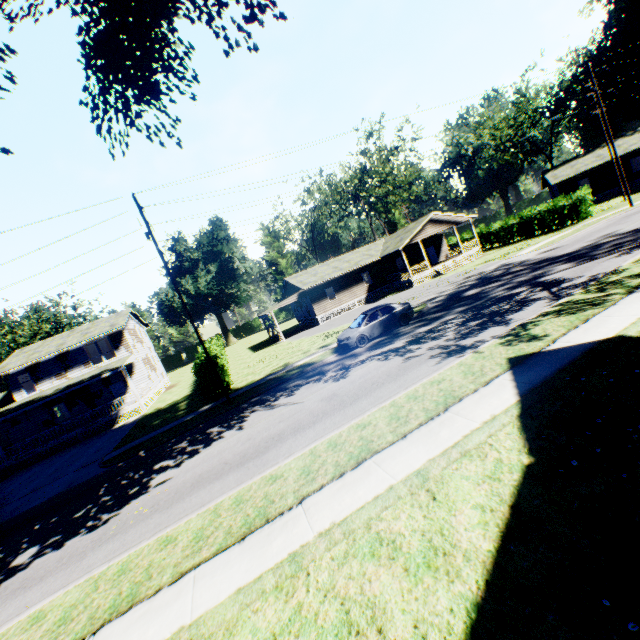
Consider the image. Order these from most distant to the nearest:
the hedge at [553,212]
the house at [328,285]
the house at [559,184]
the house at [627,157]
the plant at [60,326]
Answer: the plant at [60,326] < the house at [559,184] < the house at [627,157] < the house at [328,285] < the hedge at [553,212]

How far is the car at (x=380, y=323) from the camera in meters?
18.0

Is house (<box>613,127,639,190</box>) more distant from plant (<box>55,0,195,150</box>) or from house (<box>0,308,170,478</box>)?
house (<box>0,308,170,478</box>)

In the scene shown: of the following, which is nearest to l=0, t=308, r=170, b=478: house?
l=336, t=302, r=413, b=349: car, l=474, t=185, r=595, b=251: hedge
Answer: l=336, t=302, r=413, b=349: car

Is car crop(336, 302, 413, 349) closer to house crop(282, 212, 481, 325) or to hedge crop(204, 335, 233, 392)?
hedge crop(204, 335, 233, 392)

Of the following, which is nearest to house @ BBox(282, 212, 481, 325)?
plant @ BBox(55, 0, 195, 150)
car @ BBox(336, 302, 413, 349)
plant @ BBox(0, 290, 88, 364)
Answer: car @ BBox(336, 302, 413, 349)

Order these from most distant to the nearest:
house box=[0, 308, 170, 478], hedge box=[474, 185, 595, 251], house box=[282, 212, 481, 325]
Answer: house box=[282, 212, 481, 325]
hedge box=[474, 185, 595, 251]
house box=[0, 308, 170, 478]

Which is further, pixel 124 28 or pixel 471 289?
pixel 471 289
